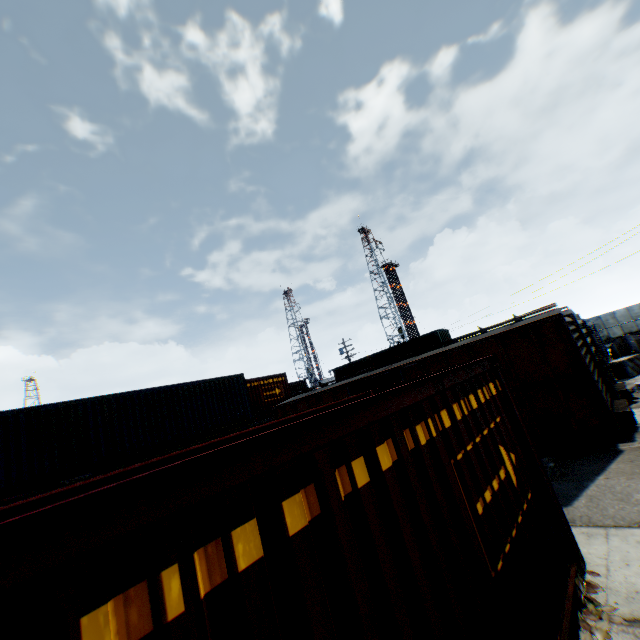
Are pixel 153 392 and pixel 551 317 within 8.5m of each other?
no

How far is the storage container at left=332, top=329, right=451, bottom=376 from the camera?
27.2m

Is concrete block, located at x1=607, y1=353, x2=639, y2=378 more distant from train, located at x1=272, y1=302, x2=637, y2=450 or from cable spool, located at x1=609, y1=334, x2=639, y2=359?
train, located at x1=272, y1=302, x2=637, y2=450

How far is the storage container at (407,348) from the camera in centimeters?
2725cm

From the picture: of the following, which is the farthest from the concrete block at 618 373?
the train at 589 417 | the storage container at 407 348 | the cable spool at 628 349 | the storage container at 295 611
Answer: the storage container at 295 611

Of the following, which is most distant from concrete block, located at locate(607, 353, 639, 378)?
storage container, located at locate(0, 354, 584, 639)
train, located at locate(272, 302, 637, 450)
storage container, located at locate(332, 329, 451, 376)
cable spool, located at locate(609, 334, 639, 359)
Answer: storage container, located at locate(0, 354, 584, 639)

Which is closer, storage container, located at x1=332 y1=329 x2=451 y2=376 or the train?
the train

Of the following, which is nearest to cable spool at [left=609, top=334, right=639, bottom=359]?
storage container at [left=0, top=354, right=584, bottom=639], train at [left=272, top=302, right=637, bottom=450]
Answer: train at [left=272, top=302, right=637, bottom=450]
